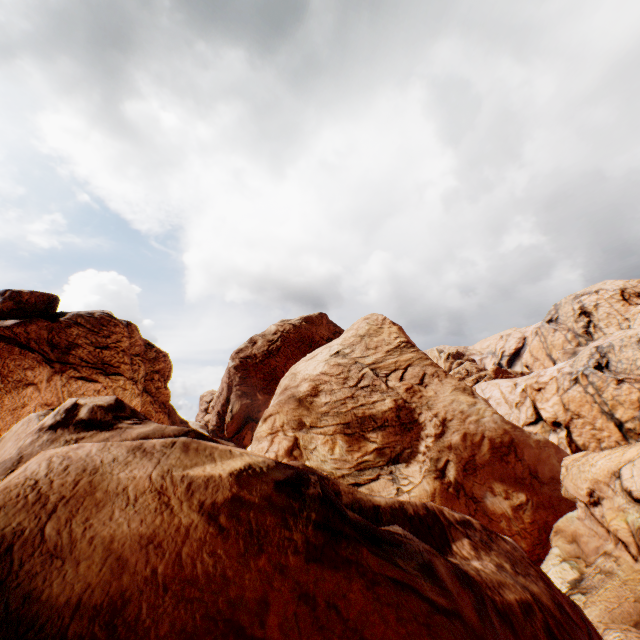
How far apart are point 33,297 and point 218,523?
33.08m
